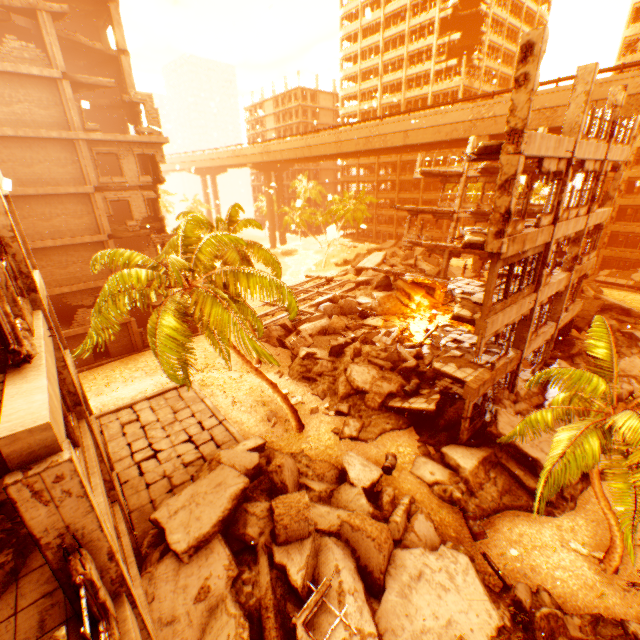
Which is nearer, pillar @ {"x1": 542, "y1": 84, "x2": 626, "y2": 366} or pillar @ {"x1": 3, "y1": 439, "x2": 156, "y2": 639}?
pillar @ {"x1": 3, "y1": 439, "x2": 156, "y2": 639}

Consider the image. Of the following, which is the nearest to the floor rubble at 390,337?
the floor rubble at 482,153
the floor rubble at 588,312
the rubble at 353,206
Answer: the rubble at 353,206

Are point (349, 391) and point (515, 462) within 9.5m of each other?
yes

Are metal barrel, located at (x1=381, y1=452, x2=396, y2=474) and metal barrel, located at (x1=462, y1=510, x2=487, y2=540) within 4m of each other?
yes

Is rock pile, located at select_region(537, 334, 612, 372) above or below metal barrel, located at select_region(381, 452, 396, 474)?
above

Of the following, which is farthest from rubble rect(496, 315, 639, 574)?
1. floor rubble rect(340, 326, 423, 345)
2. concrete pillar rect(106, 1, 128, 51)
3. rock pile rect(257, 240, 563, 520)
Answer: concrete pillar rect(106, 1, 128, 51)

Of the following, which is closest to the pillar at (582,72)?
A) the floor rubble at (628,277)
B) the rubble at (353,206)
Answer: the rubble at (353,206)

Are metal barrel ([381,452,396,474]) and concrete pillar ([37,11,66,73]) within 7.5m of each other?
no
